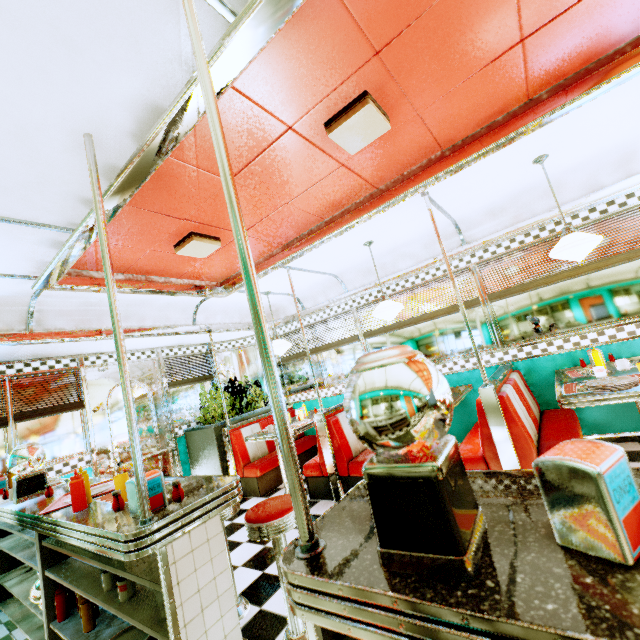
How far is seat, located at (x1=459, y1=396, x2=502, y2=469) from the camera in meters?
3.0

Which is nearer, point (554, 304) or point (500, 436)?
point (500, 436)

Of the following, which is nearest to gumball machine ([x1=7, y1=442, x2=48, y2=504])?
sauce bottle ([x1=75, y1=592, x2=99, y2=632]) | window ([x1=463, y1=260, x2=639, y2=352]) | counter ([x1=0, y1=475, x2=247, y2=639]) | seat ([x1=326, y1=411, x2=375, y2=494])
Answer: counter ([x1=0, y1=475, x2=247, y2=639])

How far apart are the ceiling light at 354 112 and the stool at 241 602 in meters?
2.8 m

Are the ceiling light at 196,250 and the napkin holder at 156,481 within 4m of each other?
yes

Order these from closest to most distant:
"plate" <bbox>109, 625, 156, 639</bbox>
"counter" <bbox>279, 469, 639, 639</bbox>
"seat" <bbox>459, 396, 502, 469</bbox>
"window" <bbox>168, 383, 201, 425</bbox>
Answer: "counter" <bbox>279, 469, 639, 639</bbox> < "plate" <bbox>109, 625, 156, 639</bbox> < "seat" <bbox>459, 396, 502, 469</bbox> < "window" <bbox>168, 383, 201, 425</bbox>

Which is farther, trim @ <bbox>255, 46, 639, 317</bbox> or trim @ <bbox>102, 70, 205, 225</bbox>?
trim @ <bbox>255, 46, 639, 317</bbox>

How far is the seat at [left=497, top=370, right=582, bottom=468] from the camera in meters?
2.8
